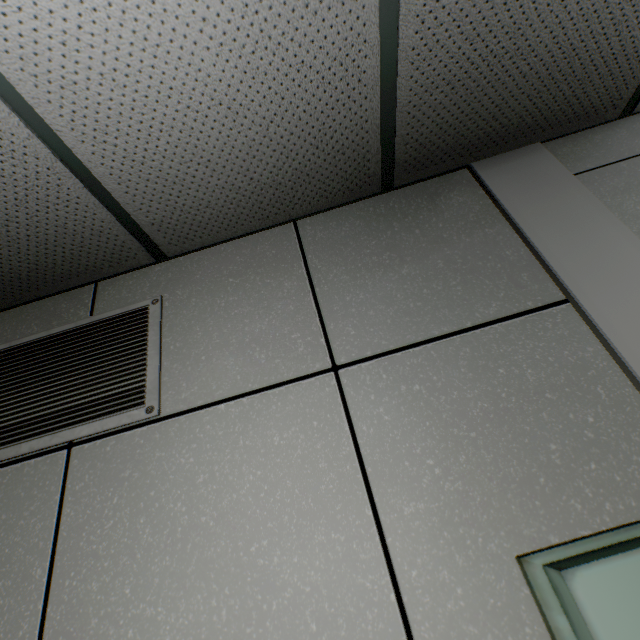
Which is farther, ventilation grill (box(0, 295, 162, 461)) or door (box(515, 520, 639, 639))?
ventilation grill (box(0, 295, 162, 461))

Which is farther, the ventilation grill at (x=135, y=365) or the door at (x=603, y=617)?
the ventilation grill at (x=135, y=365)

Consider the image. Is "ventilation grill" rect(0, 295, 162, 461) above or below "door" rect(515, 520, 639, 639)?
above

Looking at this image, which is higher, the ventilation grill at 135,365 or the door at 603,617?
the ventilation grill at 135,365

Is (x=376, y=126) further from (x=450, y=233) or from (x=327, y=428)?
(x=327, y=428)
